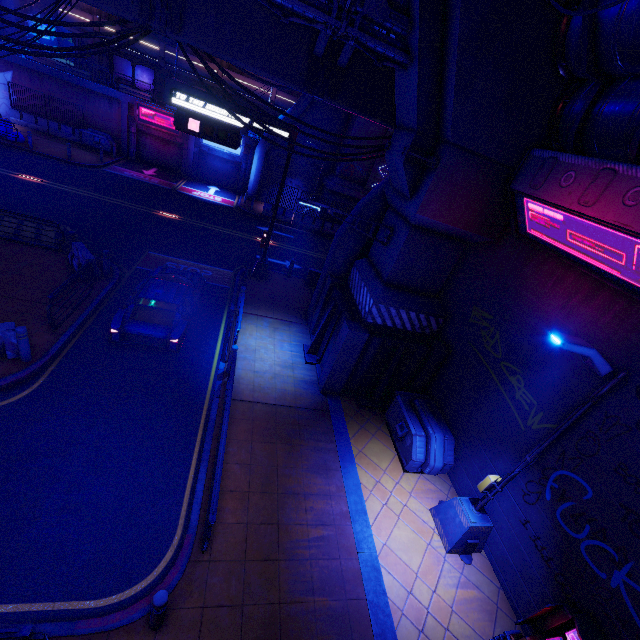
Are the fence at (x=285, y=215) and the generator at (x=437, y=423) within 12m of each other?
no

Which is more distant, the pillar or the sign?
the sign

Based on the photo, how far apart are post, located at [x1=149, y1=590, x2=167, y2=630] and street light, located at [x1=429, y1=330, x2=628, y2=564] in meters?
6.4

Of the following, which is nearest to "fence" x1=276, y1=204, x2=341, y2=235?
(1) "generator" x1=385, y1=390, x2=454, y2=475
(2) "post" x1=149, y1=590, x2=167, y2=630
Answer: (1) "generator" x1=385, y1=390, x2=454, y2=475

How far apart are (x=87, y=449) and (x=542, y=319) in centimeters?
1146cm

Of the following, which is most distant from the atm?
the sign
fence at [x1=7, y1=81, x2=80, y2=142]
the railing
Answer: fence at [x1=7, y1=81, x2=80, y2=142]

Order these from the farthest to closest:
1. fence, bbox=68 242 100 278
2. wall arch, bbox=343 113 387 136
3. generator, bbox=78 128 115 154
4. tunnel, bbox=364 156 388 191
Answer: tunnel, bbox=364 156 388 191, generator, bbox=78 128 115 154, wall arch, bbox=343 113 387 136, fence, bbox=68 242 100 278

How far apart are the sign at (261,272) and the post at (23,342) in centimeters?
948cm
